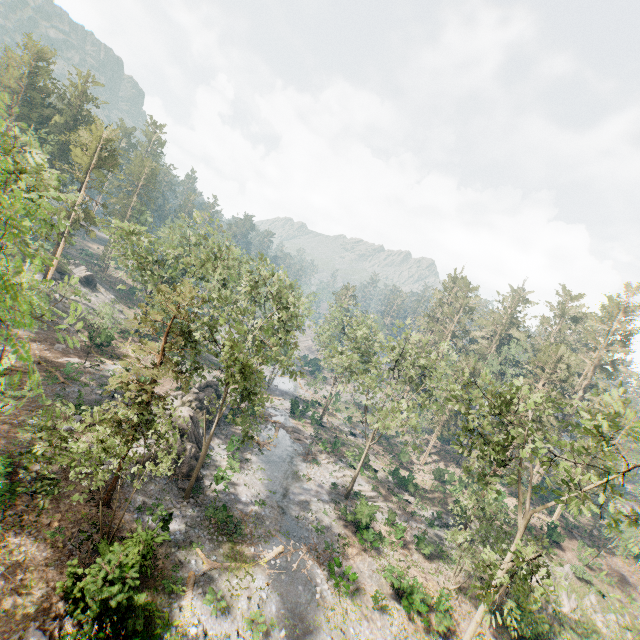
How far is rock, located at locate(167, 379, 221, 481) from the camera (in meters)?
26.62

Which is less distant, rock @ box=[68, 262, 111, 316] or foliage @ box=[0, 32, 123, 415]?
foliage @ box=[0, 32, 123, 415]

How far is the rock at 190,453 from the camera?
26.6 meters

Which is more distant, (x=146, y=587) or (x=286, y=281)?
(x=286, y=281)

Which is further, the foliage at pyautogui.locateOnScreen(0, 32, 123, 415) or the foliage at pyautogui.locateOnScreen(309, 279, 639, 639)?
the foliage at pyautogui.locateOnScreen(309, 279, 639, 639)

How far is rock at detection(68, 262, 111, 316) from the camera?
47.50m

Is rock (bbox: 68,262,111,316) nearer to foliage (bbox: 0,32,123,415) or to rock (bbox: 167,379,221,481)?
foliage (bbox: 0,32,123,415)

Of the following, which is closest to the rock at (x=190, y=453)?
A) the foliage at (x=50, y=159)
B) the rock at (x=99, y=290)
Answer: the foliage at (x=50, y=159)
